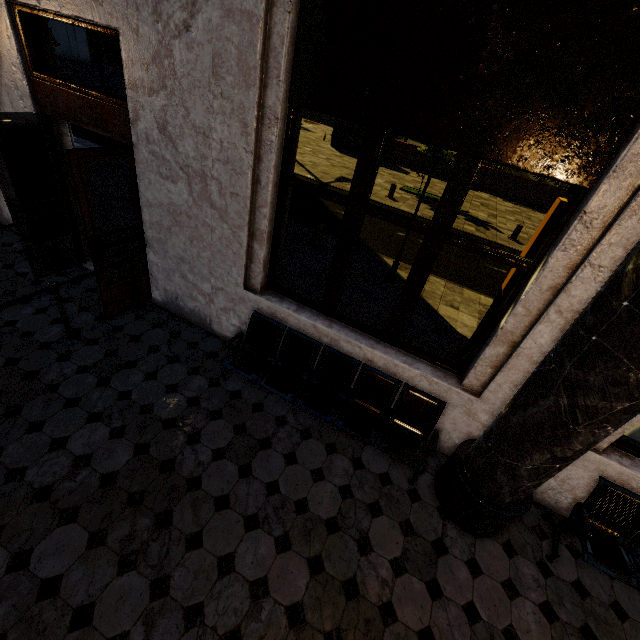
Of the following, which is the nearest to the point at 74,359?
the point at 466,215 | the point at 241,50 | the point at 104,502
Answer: the point at 104,502

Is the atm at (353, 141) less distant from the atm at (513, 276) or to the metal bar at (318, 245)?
the metal bar at (318, 245)

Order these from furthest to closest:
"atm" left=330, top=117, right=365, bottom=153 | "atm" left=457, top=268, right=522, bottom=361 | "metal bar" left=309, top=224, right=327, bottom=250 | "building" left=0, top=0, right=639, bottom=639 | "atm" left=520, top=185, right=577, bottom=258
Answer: "atm" left=330, top=117, right=365, bottom=153 < "metal bar" left=309, top=224, right=327, bottom=250 < "atm" left=457, top=268, right=522, bottom=361 < "atm" left=520, top=185, right=577, bottom=258 < "building" left=0, top=0, right=639, bottom=639

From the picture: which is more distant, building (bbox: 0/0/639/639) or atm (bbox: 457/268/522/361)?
atm (bbox: 457/268/522/361)

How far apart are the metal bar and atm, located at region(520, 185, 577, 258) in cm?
405

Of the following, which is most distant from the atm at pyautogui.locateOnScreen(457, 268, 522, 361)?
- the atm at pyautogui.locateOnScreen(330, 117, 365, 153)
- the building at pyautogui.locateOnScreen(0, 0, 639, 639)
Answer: the atm at pyautogui.locateOnScreen(330, 117, 365, 153)

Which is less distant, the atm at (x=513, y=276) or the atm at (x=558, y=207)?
the atm at (x=558, y=207)
